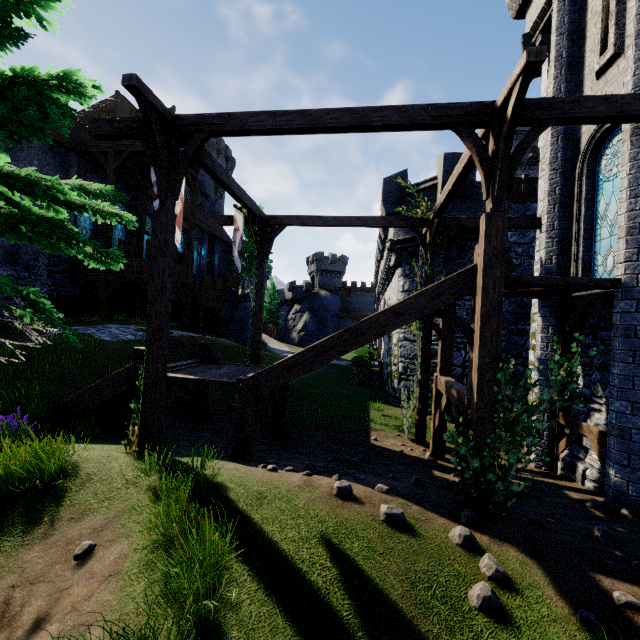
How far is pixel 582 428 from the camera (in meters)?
7.79

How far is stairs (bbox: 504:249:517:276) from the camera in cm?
643

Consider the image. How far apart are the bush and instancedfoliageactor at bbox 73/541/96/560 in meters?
25.6

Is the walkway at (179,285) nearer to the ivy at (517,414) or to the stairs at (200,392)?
the stairs at (200,392)

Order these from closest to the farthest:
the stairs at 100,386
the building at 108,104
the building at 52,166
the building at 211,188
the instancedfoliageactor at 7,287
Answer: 1. the instancedfoliageactor at 7,287
2. the stairs at 100,386
3. the building at 52,166
4. the building at 108,104
5. the building at 211,188

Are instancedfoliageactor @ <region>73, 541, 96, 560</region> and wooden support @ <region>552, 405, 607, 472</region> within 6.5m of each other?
no

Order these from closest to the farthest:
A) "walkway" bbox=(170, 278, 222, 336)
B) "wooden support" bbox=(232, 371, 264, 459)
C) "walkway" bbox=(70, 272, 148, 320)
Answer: "wooden support" bbox=(232, 371, 264, 459)
"walkway" bbox=(70, 272, 148, 320)
"walkway" bbox=(170, 278, 222, 336)

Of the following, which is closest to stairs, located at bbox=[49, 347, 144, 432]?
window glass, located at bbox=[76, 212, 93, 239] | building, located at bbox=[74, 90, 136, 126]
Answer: building, located at bbox=[74, 90, 136, 126]
